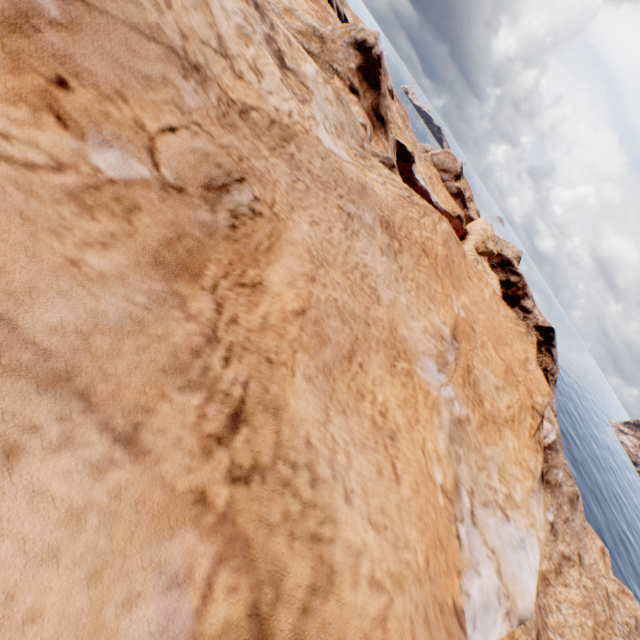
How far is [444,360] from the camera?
7.0m
